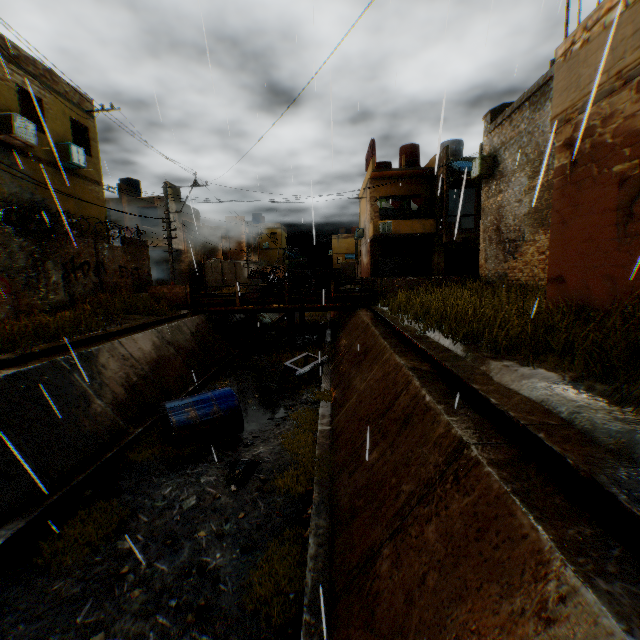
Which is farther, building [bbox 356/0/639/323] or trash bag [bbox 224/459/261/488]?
trash bag [bbox 224/459/261/488]

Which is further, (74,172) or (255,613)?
(74,172)

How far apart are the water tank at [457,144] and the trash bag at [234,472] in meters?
24.5

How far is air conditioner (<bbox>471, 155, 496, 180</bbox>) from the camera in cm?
1429

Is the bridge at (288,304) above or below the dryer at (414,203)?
below

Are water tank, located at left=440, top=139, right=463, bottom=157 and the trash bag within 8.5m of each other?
no

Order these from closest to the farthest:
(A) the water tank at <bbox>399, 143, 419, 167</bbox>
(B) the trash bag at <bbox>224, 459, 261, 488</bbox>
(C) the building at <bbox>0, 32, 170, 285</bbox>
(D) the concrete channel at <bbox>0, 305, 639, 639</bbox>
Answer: (D) the concrete channel at <bbox>0, 305, 639, 639</bbox>
(B) the trash bag at <bbox>224, 459, 261, 488</bbox>
(C) the building at <bbox>0, 32, 170, 285</bbox>
(A) the water tank at <bbox>399, 143, 419, 167</bbox>

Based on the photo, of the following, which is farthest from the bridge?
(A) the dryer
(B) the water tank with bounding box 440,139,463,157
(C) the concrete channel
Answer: (B) the water tank with bounding box 440,139,463,157
